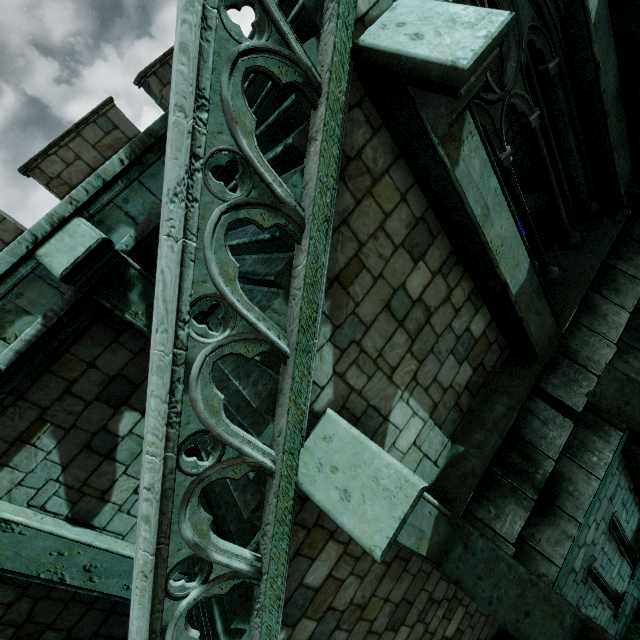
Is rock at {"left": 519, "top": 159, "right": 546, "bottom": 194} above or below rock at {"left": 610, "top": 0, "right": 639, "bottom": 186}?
below

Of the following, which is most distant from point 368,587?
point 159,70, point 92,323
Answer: point 159,70

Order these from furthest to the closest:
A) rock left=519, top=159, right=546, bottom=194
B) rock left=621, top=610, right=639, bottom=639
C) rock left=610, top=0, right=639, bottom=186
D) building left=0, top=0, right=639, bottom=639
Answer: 1. rock left=519, top=159, right=546, bottom=194
2. rock left=621, top=610, right=639, bottom=639
3. rock left=610, top=0, right=639, bottom=186
4. building left=0, top=0, right=639, bottom=639

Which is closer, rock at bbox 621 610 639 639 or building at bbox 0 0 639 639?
building at bbox 0 0 639 639

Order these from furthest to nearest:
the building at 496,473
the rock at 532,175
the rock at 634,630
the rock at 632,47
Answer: the rock at 532,175 → the rock at 634,630 → the rock at 632,47 → the building at 496,473

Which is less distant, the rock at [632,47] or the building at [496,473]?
the building at [496,473]

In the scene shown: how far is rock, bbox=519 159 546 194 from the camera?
8.0m

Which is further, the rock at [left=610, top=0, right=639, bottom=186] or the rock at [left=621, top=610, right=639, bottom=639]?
the rock at [left=621, top=610, right=639, bottom=639]
